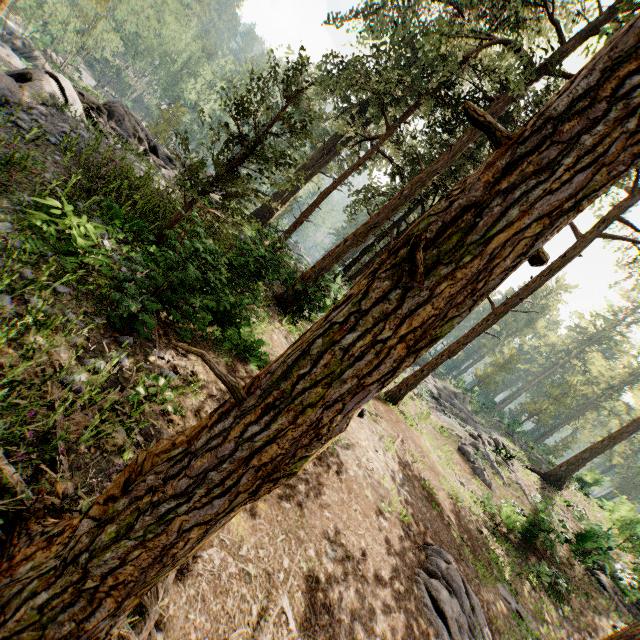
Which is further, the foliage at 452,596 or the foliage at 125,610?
the foliage at 452,596

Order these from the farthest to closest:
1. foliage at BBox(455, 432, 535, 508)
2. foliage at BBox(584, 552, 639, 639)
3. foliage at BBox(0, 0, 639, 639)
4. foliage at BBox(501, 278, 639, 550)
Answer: foliage at BBox(501, 278, 639, 550)
foliage at BBox(455, 432, 535, 508)
foliage at BBox(584, 552, 639, 639)
foliage at BBox(0, 0, 639, 639)

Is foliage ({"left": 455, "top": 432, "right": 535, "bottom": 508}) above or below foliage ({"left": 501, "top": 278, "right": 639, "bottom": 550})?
below

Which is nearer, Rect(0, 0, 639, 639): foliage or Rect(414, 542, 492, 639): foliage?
Rect(0, 0, 639, 639): foliage

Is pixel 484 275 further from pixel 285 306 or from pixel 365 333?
pixel 285 306

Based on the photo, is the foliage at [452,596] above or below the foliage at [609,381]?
below

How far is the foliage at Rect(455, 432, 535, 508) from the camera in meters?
21.1
